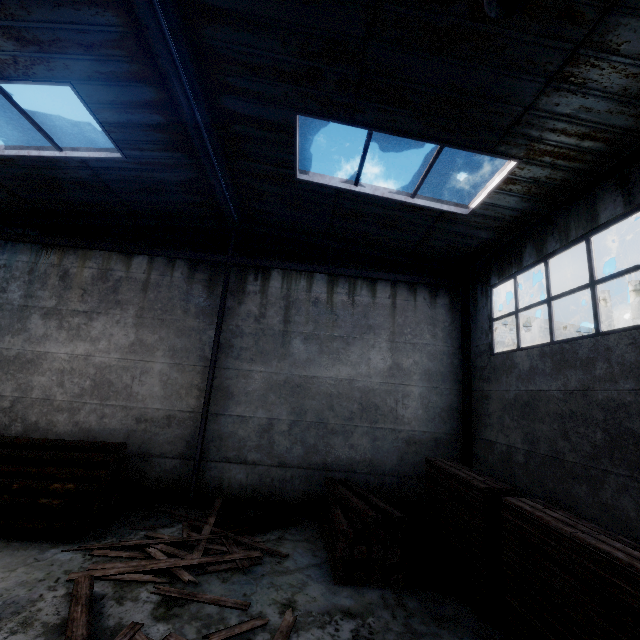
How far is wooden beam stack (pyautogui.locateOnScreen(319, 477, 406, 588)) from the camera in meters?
5.9 m

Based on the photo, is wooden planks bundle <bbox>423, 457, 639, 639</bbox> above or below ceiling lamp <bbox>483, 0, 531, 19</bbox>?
below

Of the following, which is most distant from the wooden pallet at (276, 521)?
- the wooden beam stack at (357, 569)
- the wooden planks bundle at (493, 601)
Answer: the wooden planks bundle at (493, 601)

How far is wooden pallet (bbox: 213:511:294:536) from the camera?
7.4 meters

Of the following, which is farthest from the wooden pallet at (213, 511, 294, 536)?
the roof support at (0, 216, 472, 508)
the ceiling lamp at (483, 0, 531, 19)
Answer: the ceiling lamp at (483, 0, 531, 19)

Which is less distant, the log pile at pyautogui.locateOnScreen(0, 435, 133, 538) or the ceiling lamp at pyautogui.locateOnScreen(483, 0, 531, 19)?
the ceiling lamp at pyautogui.locateOnScreen(483, 0, 531, 19)

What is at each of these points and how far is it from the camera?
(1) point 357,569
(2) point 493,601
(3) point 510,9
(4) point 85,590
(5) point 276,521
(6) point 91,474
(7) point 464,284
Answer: (1) wooden beam stack, 5.89m
(2) wooden planks bundle, 5.22m
(3) ceiling lamp, 2.89m
(4) wooden beam, 4.75m
(5) wooden pallet, 8.18m
(6) log pile, 7.29m
(7) roof support, 10.73m

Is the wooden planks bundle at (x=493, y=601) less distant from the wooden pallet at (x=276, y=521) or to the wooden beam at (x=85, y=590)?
the wooden beam at (x=85, y=590)
